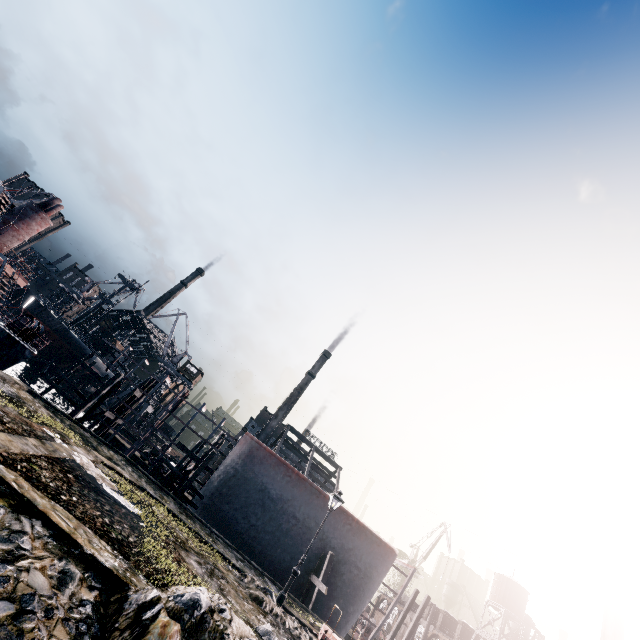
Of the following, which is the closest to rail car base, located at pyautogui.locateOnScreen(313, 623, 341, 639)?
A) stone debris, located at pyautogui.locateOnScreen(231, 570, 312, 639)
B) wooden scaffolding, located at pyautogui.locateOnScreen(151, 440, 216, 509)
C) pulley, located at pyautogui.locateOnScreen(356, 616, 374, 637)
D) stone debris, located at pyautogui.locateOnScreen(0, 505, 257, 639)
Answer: stone debris, located at pyautogui.locateOnScreen(0, 505, 257, 639)

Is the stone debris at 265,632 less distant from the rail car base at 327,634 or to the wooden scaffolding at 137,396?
the rail car base at 327,634

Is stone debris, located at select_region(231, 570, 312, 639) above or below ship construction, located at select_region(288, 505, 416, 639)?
below

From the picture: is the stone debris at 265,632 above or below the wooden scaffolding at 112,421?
below

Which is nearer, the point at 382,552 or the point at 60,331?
the point at 382,552

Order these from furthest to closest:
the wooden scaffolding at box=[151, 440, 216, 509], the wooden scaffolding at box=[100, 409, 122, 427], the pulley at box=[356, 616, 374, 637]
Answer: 1. the pulley at box=[356, 616, 374, 637]
2. the wooden scaffolding at box=[100, 409, 122, 427]
3. the wooden scaffolding at box=[151, 440, 216, 509]

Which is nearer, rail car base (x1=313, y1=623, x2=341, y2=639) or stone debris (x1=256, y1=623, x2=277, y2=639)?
stone debris (x1=256, y1=623, x2=277, y2=639)

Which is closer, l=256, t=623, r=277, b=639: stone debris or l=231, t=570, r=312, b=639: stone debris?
l=256, t=623, r=277, b=639: stone debris
